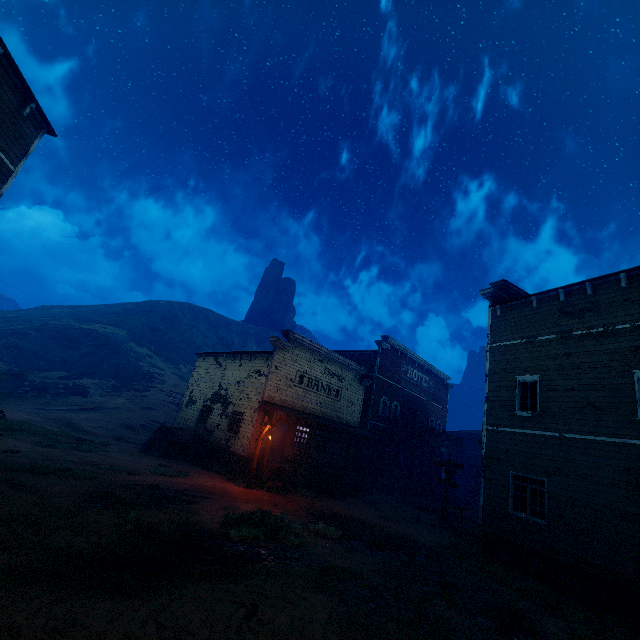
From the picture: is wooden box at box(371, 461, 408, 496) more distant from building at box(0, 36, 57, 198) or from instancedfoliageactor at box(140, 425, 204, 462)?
instancedfoliageactor at box(140, 425, 204, 462)

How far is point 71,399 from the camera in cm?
3206

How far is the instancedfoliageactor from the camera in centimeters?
1838cm

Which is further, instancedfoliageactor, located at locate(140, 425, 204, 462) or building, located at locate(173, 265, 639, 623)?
instancedfoliageactor, located at locate(140, 425, 204, 462)

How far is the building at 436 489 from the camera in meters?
27.9

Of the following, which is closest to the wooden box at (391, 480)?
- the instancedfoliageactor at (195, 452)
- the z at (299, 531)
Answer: the z at (299, 531)

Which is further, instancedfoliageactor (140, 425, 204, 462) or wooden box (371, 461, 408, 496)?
wooden box (371, 461, 408, 496)

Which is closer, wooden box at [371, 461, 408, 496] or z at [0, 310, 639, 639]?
z at [0, 310, 639, 639]
